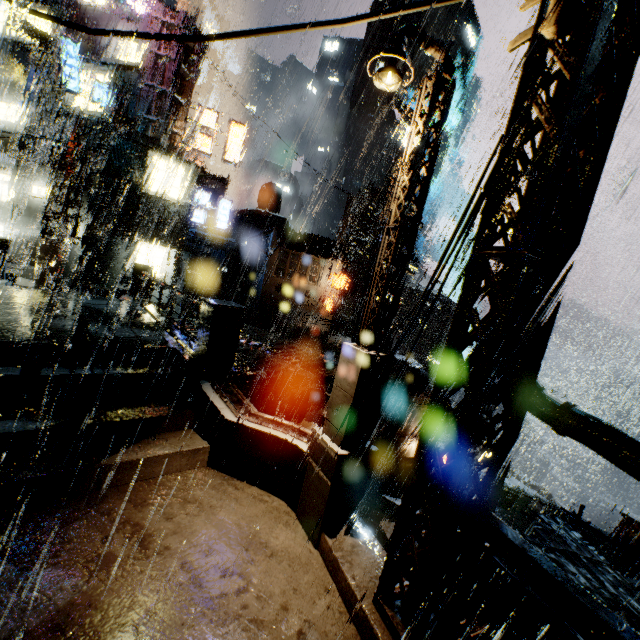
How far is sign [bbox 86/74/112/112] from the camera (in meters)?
17.25

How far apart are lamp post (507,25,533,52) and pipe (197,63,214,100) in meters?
61.8

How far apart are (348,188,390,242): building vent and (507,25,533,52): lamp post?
52.7 meters

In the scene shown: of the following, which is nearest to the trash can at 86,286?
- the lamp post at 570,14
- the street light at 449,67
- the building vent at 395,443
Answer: the street light at 449,67

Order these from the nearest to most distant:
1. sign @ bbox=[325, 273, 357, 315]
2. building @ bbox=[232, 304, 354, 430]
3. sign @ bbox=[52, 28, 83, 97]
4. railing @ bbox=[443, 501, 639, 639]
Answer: railing @ bbox=[443, 501, 639, 639], building @ bbox=[232, 304, 354, 430], sign @ bbox=[52, 28, 83, 97], sign @ bbox=[325, 273, 357, 315]

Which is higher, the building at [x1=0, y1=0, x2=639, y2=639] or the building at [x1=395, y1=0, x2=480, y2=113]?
the building at [x1=395, y1=0, x2=480, y2=113]

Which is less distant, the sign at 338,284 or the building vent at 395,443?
the building vent at 395,443

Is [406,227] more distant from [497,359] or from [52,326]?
[52,326]
